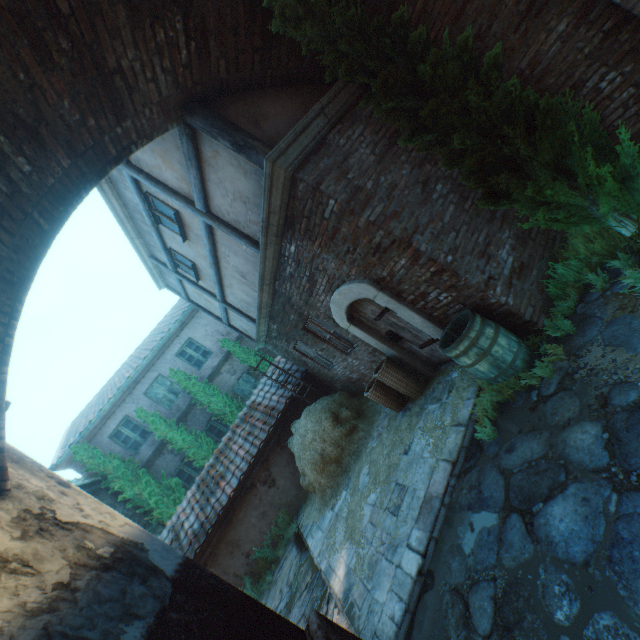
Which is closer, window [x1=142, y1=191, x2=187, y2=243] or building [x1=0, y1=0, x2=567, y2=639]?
building [x1=0, y1=0, x2=567, y2=639]

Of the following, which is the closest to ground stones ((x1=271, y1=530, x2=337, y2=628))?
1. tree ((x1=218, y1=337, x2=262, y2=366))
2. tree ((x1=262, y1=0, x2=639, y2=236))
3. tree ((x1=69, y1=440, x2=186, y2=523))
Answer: tree ((x1=69, y1=440, x2=186, y2=523))

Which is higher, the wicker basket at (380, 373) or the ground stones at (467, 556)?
the wicker basket at (380, 373)

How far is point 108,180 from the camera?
6.62m

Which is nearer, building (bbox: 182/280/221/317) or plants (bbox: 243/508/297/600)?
plants (bbox: 243/508/297/600)

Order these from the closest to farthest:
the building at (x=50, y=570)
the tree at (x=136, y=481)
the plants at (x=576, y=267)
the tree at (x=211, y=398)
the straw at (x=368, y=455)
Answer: the building at (x=50, y=570), the plants at (x=576, y=267), the straw at (x=368, y=455), the tree at (x=136, y=481), the tree at (x=211, y=398)

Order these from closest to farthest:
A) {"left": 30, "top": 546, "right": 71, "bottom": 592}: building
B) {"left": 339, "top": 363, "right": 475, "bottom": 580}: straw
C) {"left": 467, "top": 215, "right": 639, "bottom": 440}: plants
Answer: {"left": 30, "top": 546, "right": 71, "bottom": 592}: building < {"left": 467, "top": 215, "right": 639, "bottom": 440}: plants < {"left": 339, "top": 363, "right": 475, "bottom": 580}: straw

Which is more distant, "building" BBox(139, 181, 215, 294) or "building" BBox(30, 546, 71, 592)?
"building" BBox(139, 181, 215, 294)
